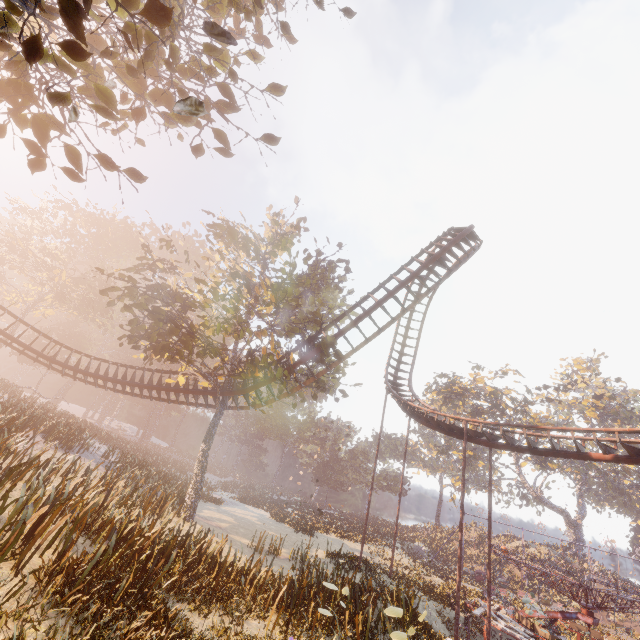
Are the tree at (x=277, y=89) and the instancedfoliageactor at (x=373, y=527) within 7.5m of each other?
no

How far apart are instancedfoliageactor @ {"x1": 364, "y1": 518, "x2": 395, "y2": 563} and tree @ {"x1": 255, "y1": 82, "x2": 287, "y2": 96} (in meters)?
46.14

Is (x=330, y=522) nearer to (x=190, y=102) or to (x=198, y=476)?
(x=198, y=476)

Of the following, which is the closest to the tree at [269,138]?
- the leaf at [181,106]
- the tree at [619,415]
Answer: the leaf at [181,106]

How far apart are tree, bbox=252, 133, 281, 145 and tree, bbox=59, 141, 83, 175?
3.5m

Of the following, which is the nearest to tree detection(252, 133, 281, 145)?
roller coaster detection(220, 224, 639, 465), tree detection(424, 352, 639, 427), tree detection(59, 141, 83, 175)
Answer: tree detection(59, 141, 83, 175)

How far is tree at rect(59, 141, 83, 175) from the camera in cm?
606

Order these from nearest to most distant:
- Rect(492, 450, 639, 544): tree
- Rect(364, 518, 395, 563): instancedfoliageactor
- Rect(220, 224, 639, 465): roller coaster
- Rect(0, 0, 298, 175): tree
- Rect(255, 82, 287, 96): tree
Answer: Rect(0, 0, 298, 175): tree
Rect(255, 82, 287, 96): tree
Rect(220, 224, 639, 465): roller coaster
Rect(364, 518, 395, 563): instancedfoliageactor
Rect(492, 450, 639, 544): tree
